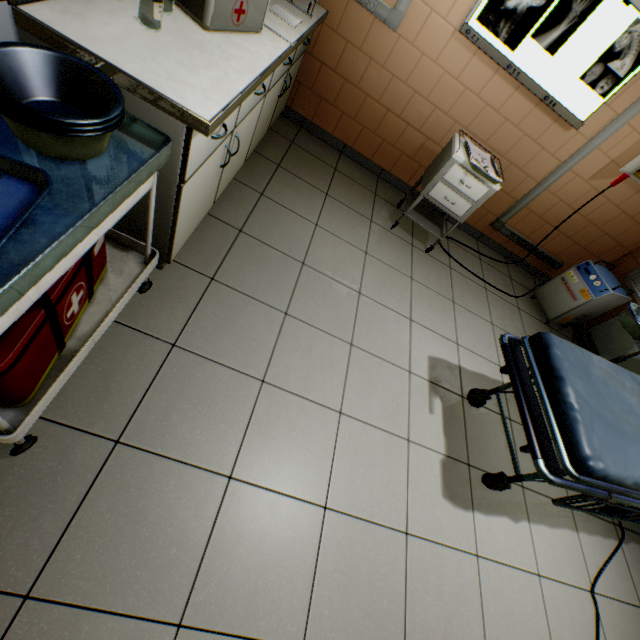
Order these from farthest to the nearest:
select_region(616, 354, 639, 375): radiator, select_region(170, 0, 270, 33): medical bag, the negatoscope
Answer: select_region(616, 354, 639, 375): radiator
the negatoscope
select_region(170, 0, 270, 33): medical bag

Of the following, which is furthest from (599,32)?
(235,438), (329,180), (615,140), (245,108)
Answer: (235,438)

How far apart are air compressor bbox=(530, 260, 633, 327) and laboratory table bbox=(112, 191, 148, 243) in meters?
3.4

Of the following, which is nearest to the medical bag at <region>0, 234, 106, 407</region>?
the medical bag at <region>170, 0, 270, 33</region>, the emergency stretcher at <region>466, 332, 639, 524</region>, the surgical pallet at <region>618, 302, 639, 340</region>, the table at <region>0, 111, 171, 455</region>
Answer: the table at <region>0, 111, 171, 455</region>

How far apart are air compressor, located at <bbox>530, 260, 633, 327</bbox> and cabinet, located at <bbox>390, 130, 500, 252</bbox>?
1.5 meters

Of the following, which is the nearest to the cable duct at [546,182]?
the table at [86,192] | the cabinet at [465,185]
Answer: the cabinet at [465,185]

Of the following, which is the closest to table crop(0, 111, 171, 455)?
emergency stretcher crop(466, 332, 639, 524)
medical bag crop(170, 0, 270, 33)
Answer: medical bag crop(170, 0, 270, 33)

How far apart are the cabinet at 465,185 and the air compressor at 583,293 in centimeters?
154cm
